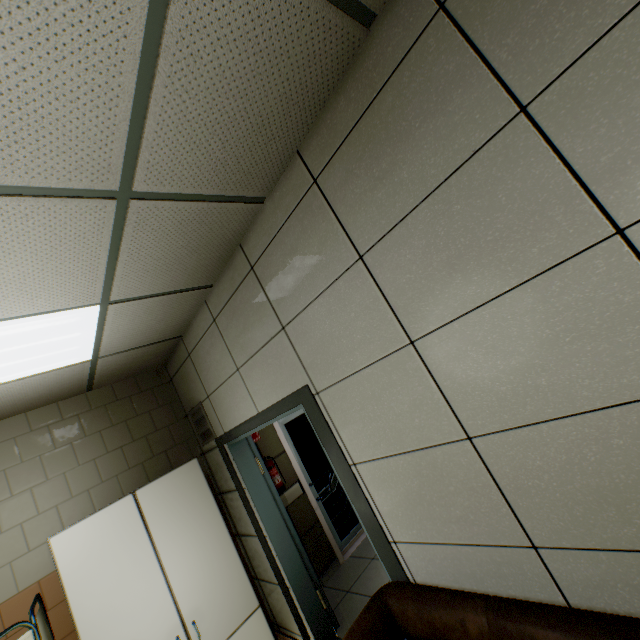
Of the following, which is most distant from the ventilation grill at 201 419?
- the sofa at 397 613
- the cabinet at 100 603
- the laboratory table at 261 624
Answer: the sofa at 397 613

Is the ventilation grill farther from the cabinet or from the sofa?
the sofa

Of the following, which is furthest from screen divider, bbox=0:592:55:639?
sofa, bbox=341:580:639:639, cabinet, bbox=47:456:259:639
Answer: sofa, bbox=341:580:639:639

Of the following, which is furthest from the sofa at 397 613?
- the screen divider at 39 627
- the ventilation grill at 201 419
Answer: the ventilation grill at 201 419

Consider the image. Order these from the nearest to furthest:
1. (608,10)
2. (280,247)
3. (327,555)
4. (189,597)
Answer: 1. (608,10)
2. (280,247)
3. (189,597)
4. (327,555)

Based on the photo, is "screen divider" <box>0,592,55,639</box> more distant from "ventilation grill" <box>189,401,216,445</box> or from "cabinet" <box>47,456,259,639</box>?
"ventilation grill" <box>189,401,216,445</box>

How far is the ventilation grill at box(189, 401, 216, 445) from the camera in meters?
3.4

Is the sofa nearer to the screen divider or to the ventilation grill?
the screen divider
